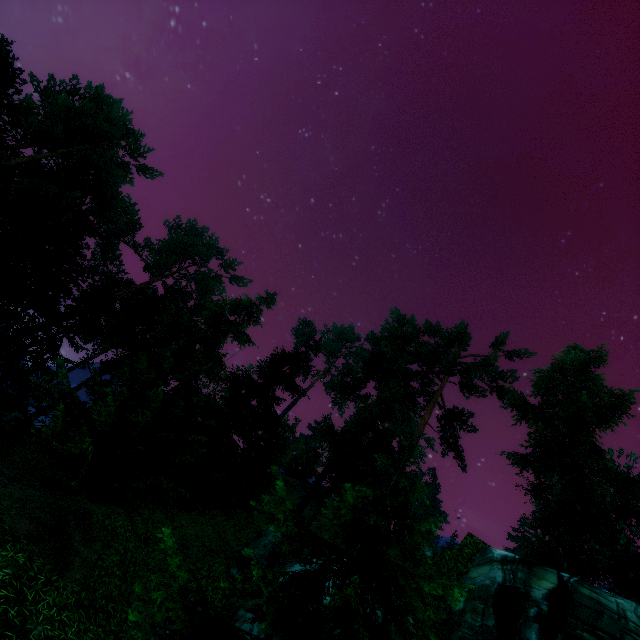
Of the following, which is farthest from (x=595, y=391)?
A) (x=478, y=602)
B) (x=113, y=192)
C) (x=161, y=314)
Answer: (x=161, y=314)

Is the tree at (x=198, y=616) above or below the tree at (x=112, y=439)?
below

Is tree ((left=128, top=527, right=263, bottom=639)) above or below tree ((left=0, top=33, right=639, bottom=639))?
below

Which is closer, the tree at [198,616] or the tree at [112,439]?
the tree at [198,616]

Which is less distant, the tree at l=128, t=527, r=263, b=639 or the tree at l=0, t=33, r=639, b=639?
the tree at l=128, t=527, r=263, b=639
